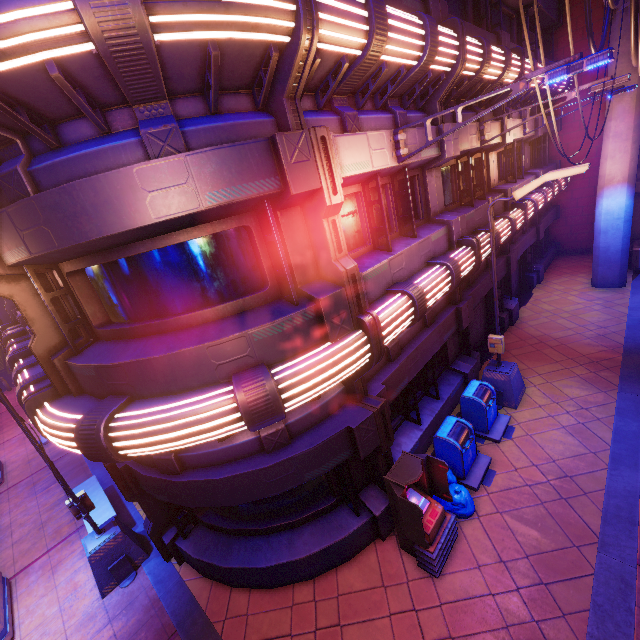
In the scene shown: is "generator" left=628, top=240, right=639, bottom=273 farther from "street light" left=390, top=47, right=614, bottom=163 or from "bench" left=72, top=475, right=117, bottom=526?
"bench" left=72, top=475, right=117, bottom=526

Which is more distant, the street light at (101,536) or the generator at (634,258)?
the generator at (634,258)

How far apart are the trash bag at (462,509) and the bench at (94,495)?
7.6 meters

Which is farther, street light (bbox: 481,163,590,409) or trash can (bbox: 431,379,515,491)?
trash can (bbox: 431,379,515,491)

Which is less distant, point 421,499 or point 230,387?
point 230,387

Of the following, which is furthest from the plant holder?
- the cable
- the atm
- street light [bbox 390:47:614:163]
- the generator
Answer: the generator

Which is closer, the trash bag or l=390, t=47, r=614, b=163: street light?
l=390, t=47, r=614, b=163: street light

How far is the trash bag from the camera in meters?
6.7 m
